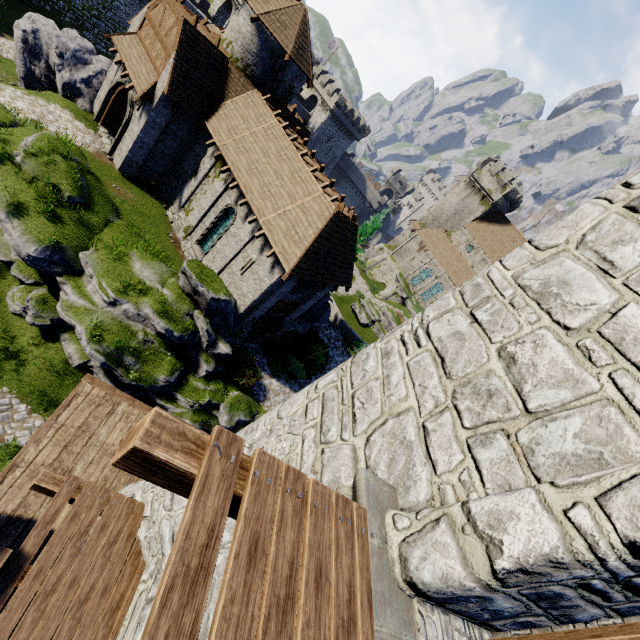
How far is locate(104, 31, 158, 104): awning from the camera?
17.81m

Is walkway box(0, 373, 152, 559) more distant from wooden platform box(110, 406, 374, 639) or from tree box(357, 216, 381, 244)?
tree box(357, 216, 381, 244)

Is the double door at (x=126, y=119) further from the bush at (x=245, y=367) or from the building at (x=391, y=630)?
the building at (x=391, y=630)

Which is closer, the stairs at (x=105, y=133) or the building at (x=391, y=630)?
the building at (x=391, y=630)

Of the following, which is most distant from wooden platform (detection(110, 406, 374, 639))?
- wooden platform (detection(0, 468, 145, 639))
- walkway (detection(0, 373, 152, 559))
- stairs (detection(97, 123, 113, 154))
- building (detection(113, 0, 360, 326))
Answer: stairs (detection(97, 123, 113, 154))

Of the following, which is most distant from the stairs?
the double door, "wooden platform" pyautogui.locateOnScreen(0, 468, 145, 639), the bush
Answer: "wooden platform" pyautogui.locateOnScreen(0, 468, 145, 639)

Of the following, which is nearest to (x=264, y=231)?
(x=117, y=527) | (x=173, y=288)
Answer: (x=173, y=288)

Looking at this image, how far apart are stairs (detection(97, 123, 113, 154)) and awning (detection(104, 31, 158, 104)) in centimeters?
434cm
